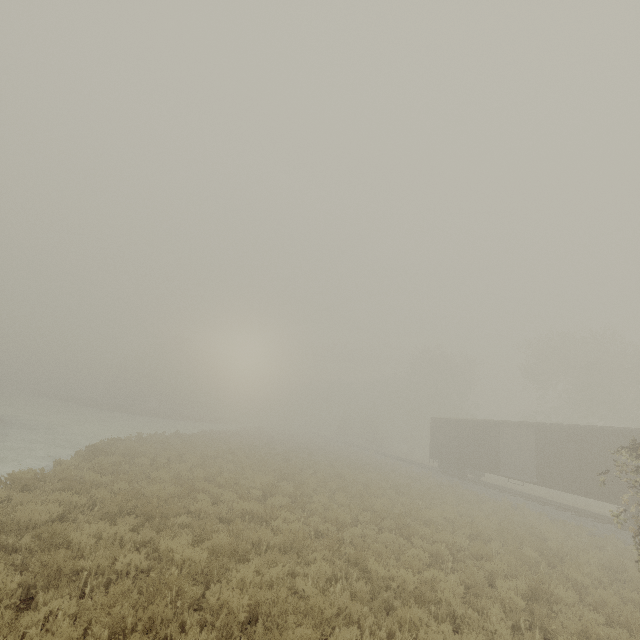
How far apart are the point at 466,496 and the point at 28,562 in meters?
21.2
